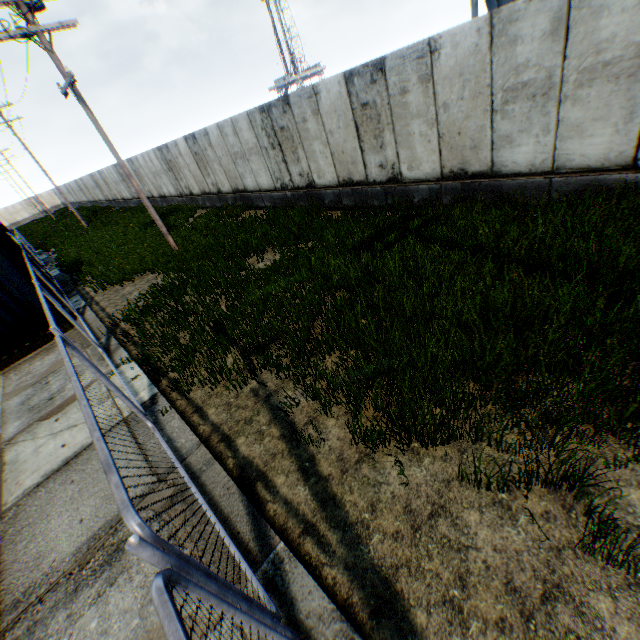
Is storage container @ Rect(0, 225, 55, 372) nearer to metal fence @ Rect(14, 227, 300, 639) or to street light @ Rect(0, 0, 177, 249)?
metal fence @ Rect(14, 227, 300, 639)

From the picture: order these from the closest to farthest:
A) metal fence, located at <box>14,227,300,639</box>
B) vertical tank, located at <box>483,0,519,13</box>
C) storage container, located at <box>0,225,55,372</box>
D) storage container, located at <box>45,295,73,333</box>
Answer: metal fence, located at <box>14,227,300,639</box> → storage container, located at <box>0,225,55,372</box> → storage container, located at <box>45,295,73,333</box> → vertical tank, located at <box>483,0,519,13</box>

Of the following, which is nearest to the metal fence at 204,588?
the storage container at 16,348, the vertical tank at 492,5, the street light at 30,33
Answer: the storage container at 16,348

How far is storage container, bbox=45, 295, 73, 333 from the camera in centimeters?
965cm

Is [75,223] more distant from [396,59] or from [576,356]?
[576,356]

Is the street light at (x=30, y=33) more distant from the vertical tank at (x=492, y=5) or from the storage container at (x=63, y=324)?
the vertical tank at (x=492, y=5)

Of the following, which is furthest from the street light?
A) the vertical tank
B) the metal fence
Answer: the vertical tank

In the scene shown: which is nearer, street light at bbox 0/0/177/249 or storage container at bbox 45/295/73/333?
street light at bbox 0/0/177/249
